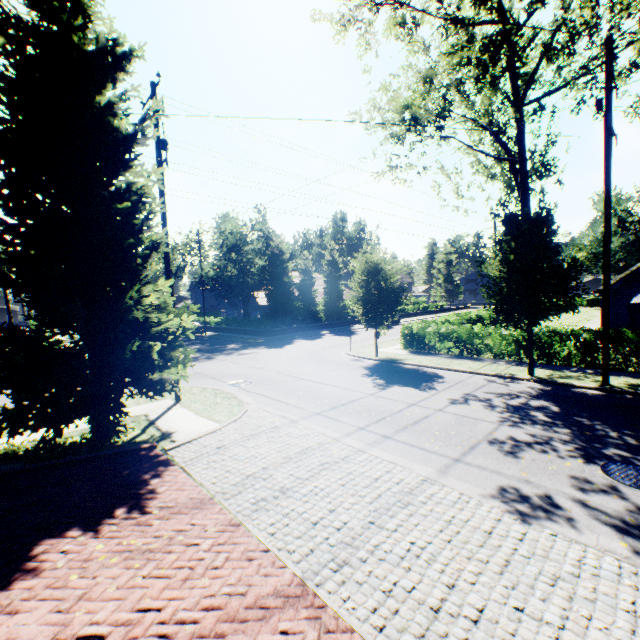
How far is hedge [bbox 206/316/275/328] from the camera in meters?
33.8

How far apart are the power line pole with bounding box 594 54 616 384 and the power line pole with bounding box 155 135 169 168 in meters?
14.6 m

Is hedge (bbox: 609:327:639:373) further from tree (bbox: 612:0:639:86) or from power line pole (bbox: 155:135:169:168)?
power line pole (bbox: 155:135:169:168)

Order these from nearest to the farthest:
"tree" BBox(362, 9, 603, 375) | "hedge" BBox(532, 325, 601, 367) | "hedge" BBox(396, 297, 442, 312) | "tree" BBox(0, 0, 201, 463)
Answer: "tree" BBox(0, 0, 201, 463)
"tree" BBox(362, 9, 603, 375)
"hedge" BBox(532, 325, 601, 367)
"hedge" BBox(396, 297, 442, 312)

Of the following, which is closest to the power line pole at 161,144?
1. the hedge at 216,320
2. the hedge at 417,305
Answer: the hedge at 216,320

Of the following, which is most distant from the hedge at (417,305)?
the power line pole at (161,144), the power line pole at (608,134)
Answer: the power line pole at (161,144)

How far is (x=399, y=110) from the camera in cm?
1812

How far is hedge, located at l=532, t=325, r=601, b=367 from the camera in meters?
14.0
